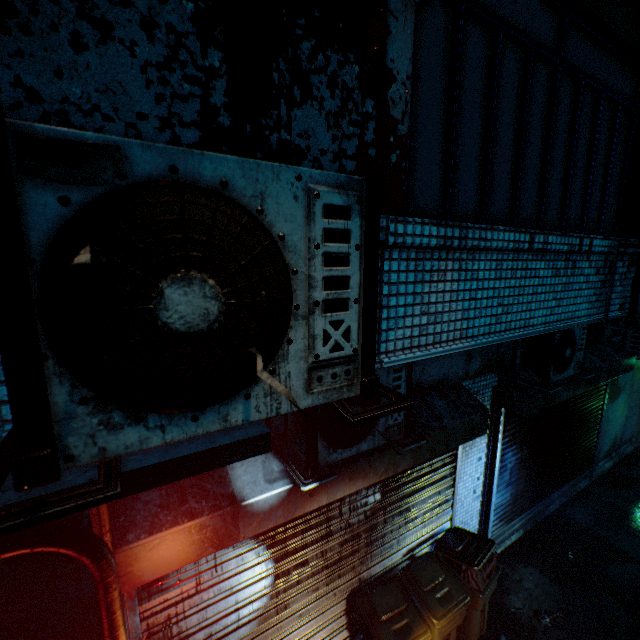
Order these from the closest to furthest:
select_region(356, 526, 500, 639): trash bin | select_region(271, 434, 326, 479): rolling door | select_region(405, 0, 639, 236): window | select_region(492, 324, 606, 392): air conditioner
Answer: select_region(405, 0, 639, 236): window → select_region(271, 434, 326, 479): rolling door → select_region(356, 526, 500, 639): trash bin → select_region(492, 324, 606, 392): air conditioner

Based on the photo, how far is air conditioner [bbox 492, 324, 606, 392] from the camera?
3.66m

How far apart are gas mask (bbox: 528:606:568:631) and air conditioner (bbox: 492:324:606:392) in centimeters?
290cm

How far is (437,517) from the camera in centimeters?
400cm

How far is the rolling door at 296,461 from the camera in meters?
2.5 m

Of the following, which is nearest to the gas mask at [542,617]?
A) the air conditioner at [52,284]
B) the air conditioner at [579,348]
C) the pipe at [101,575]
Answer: the air conditioner at [579,348]

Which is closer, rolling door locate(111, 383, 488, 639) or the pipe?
the pipe

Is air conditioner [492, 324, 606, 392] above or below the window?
below
